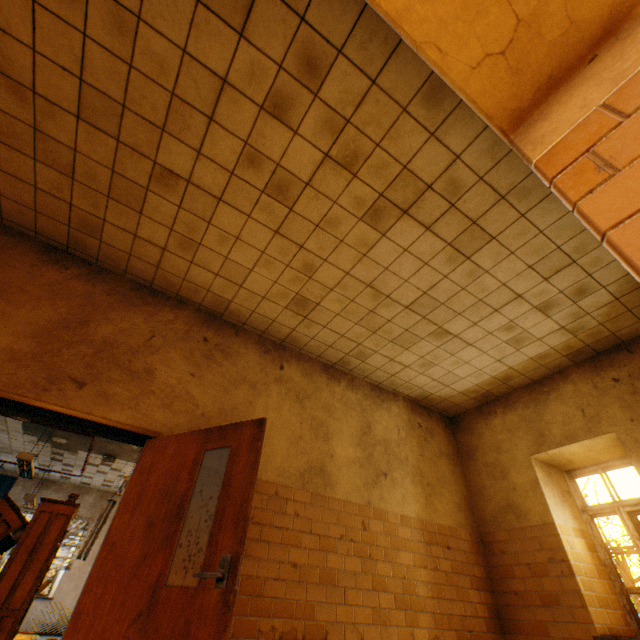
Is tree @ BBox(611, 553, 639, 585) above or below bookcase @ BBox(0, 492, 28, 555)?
above

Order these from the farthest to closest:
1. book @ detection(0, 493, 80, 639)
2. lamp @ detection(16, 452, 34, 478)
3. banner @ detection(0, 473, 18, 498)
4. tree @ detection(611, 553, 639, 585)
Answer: banner @ detection(0, 473, 18, 498)
tree @ detection(611, 553, 639, 585)
lamp @ detection(16, 452, 34, 478)
book @ detection(0, 493, 80, 639)

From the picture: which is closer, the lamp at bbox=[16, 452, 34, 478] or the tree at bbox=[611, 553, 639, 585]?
the lamp at bbox=[16, 452, 34, 478]

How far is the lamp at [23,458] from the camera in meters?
6.3

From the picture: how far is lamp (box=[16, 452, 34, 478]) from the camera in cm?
630

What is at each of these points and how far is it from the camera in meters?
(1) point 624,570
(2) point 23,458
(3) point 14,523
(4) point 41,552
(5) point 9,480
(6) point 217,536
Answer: (1) tree, 7.7
(2) lamp, 6.3
(3) bookcase, 5.6
(4) book, 5.6
(5) banner, 11.1
(6) door, 2.4

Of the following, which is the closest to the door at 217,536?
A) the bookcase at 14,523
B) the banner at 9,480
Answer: the bookcase at 14,523

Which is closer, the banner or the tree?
the tree
